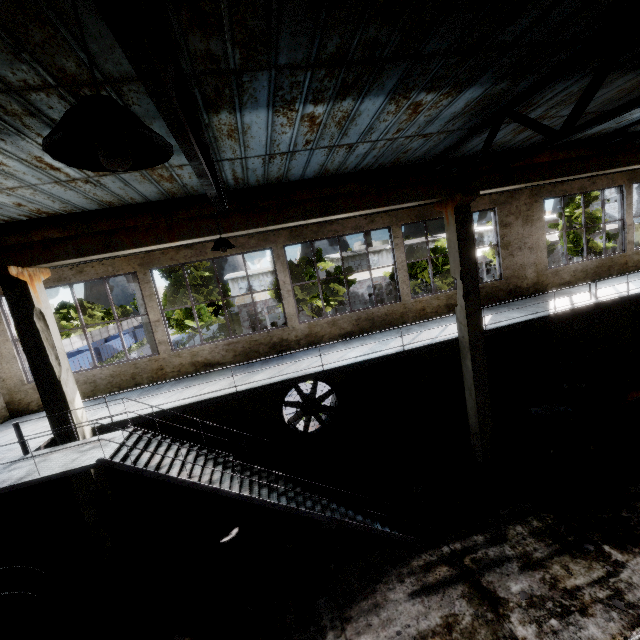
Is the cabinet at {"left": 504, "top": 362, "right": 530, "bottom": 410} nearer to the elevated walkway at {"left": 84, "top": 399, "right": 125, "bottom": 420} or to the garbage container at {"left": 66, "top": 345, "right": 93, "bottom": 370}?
the elevated walkway at {"left": 84, "top": 399, "right": 125, "bottom": 420}

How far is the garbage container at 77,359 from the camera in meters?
36.6 m

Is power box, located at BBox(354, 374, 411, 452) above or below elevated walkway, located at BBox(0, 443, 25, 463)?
below

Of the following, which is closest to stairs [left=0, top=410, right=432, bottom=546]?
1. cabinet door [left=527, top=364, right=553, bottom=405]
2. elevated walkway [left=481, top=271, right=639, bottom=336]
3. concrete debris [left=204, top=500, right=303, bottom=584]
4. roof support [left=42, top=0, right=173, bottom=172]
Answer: elevated walkway [left=481, top=271, right=639, bottom=336]

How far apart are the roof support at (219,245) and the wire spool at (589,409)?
8.2 meters

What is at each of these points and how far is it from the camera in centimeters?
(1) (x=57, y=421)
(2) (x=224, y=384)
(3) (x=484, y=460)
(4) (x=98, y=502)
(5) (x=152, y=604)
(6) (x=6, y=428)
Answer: (1) column, 685cm
(2) elevated walkway, 883cm
(3) column, 909cm
(4) column, 738cm
(5) concrete debris, 724cm
(6) elevated walkway, 864cm

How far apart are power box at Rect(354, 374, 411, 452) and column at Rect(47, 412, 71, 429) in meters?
7.4 m

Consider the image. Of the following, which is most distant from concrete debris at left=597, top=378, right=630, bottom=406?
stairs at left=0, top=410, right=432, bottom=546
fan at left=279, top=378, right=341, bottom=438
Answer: fan at left=279, top=378, right=341, bottom=438
